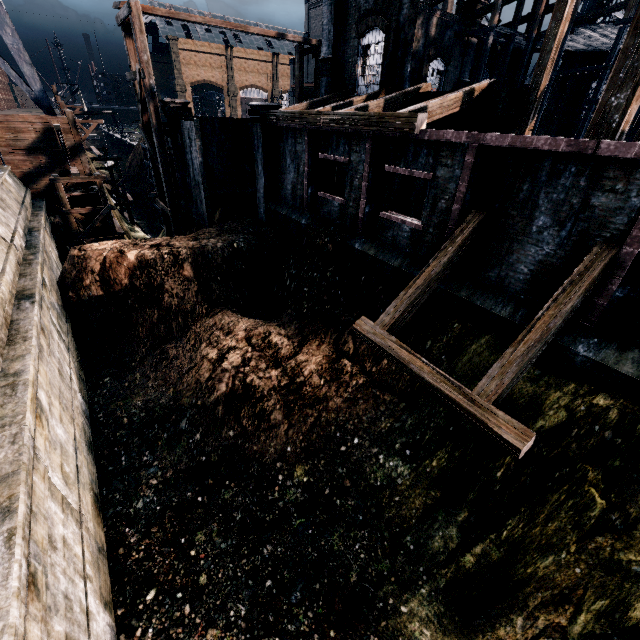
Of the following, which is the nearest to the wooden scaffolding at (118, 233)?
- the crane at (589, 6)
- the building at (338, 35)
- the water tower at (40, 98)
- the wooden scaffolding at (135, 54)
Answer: the wooden scaffolding at (135, 54)

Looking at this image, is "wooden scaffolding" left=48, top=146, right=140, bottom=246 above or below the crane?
below

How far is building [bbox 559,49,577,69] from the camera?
27.48m

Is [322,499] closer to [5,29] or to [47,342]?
[47,342]

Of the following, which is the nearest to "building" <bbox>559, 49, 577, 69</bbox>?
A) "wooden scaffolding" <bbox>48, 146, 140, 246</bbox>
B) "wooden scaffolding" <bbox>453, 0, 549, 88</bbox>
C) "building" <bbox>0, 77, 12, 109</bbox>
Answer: "wooden scaffolding" <bbox>453, 0, 549, 88</bbox>

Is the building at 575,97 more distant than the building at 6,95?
No

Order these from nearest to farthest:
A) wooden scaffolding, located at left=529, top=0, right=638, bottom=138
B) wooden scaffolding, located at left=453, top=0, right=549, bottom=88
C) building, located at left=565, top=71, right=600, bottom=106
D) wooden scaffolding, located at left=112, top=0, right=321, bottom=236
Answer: wooden scaffolding, located at left=112, top=0, right=321, bottom=236
wooden scaffolding, located at left=529, top=0, right=638, bottom=138
wooden scaffolding, located at left=453, top=0, right=549, bottom=88
building, located at left=565, top=71, right=600, bottom=106

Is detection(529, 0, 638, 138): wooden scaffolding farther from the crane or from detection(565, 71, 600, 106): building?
the crane
